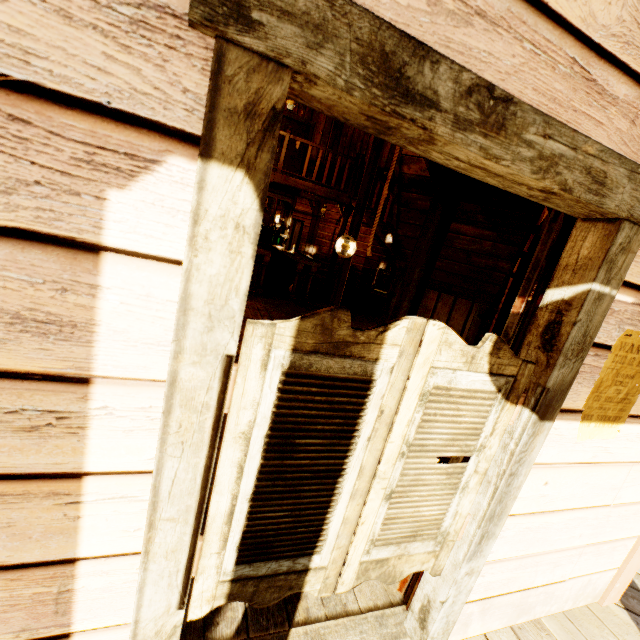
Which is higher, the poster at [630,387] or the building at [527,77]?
the building at [527,77]

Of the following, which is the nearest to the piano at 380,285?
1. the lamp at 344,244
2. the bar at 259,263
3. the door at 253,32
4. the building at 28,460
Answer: the building at 28,460

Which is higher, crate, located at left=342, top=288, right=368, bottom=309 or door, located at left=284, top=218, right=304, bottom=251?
door, located at left=284, top=218, right=304, bottom=251

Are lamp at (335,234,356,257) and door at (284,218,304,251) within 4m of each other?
no

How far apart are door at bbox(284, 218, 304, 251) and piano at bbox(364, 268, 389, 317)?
3.6 meters

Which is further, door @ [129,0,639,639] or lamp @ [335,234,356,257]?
lamp @ [335,234,356,257]

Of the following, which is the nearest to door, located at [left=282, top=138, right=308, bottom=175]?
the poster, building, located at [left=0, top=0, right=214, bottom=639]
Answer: building, located at [left=0, top=0, right=214, bottom=639]

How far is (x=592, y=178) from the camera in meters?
0.9
